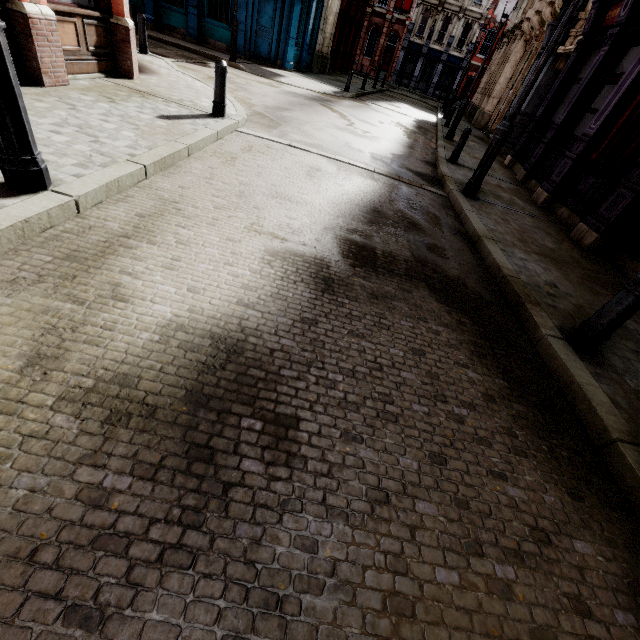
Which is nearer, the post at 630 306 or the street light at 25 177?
the street light at 25 177

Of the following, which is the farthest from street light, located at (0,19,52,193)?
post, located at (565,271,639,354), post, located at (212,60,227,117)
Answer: post, located at (565,271,639,354)

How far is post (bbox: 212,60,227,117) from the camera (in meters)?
6.30

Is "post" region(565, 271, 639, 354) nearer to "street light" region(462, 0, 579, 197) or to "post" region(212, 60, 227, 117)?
"street light" region(462, 0, 579, 197)

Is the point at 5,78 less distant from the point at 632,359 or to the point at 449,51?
the point at 632,359

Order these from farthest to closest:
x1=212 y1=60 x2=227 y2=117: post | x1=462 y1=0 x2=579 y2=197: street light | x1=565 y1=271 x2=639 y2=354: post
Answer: x1=212 y1=60 x2=227 y2=117: post < x1=462 y1=0 x2=579 y2=197: street light < x1=565 y1=271 x2=639 y2=354: post

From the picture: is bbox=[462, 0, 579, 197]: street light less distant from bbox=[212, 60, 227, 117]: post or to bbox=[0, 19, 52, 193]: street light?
bbox=[212, 60, 227, 117]: post

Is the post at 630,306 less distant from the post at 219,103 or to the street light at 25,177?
the street light at 25,177
